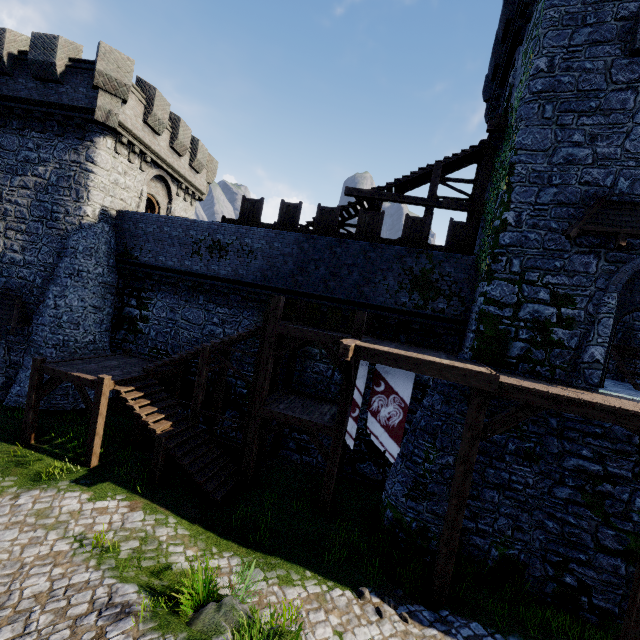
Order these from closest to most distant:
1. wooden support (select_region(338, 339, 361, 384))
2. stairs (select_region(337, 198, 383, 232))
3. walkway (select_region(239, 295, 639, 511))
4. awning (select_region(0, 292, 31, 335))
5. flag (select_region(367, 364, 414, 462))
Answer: walkway (select_region(239, 295, 639, 511))
wooden support (select_region(338, 339, 361, 384))
flag (select_region(367, 364, 414, 462))
awning (select_region(0, 292, 31, 335))
stairs (select_region(337, 198, 383, 232))

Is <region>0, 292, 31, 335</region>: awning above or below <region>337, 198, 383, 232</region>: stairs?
below

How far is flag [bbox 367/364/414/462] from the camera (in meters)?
8.94

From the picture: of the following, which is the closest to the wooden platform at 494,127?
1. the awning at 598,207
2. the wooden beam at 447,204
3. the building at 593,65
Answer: the building at 593,65

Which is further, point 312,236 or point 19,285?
point 19,285

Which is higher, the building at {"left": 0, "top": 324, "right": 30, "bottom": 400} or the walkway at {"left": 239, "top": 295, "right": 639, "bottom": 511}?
the walkway at {"left": 239, "top": 295, "right": 639, "bottom": 511}

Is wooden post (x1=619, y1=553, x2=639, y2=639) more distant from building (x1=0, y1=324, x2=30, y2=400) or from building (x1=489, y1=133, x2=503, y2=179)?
building (x1=0, y1=324, x2=30, y2=400)

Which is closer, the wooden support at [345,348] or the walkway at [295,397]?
the walkway at [295,397]
